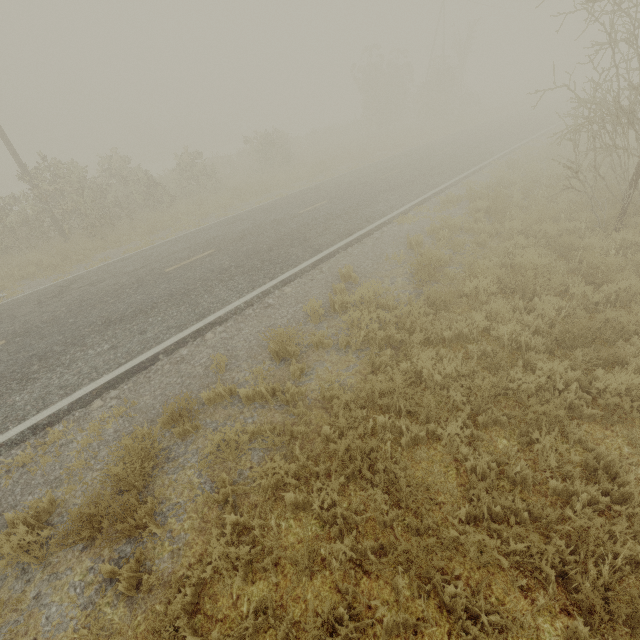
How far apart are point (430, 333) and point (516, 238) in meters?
4.5 m
